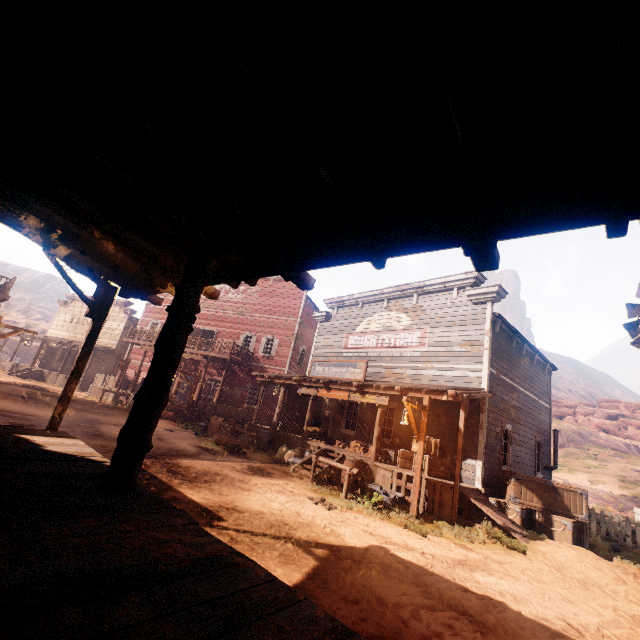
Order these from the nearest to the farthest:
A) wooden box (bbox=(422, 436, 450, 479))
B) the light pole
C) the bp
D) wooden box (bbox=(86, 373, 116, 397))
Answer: the light pole → wooden box (bbox=(422, 436, 450, 479)) → the bp → wooden box (bbox=(86, 373, 116, 397))

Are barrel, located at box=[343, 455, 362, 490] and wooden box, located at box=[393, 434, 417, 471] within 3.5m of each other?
yes

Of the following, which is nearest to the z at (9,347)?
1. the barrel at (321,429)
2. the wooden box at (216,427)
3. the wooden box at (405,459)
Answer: the wooden box at (216,427)

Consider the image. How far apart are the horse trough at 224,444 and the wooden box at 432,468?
6.09m

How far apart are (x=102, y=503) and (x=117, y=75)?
3.3m

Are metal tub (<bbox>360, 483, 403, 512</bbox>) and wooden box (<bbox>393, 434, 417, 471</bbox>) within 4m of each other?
yes

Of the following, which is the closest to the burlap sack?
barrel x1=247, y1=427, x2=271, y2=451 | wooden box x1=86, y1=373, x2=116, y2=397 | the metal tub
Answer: barrel x1=247, y1=427, x2=271, y2=451

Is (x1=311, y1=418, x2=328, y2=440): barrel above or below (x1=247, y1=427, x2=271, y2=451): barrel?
above
